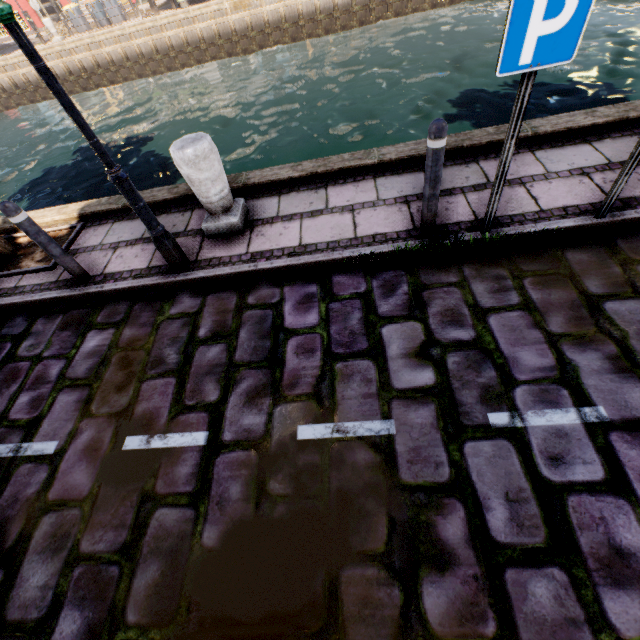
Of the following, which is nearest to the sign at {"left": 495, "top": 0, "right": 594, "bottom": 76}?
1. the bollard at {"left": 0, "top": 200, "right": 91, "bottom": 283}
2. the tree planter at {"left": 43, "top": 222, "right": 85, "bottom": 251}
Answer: the bollard at {"left": 0, "top": 200, "right": 91, "bottom": 283}

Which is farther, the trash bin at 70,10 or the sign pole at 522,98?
the trash bin at 70,10

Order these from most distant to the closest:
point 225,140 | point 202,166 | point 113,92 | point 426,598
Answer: point 113,92 → point 225,140 → point 202,166 → point 426,598

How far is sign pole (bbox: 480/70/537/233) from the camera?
2.3 meters

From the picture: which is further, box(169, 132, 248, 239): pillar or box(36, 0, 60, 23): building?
box(36, 0, 60, 23): building

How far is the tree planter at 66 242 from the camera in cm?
473

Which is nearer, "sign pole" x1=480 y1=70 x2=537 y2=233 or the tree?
"sign pole" x1=480 y1=70 x2=537 y2=233

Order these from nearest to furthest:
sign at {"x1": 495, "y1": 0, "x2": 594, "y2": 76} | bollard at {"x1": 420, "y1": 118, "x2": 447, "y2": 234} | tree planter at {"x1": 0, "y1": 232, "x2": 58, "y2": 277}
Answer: sign at {"x1": 495, "y1": 0, "x2": 594, "y2": 76}
bollard at {"x1": 420, "y1": 118, "x2": 447, "y2": 234}
tree planter at {"x1": 0, "y1": 232, "x2": 58, "y2": 277}
